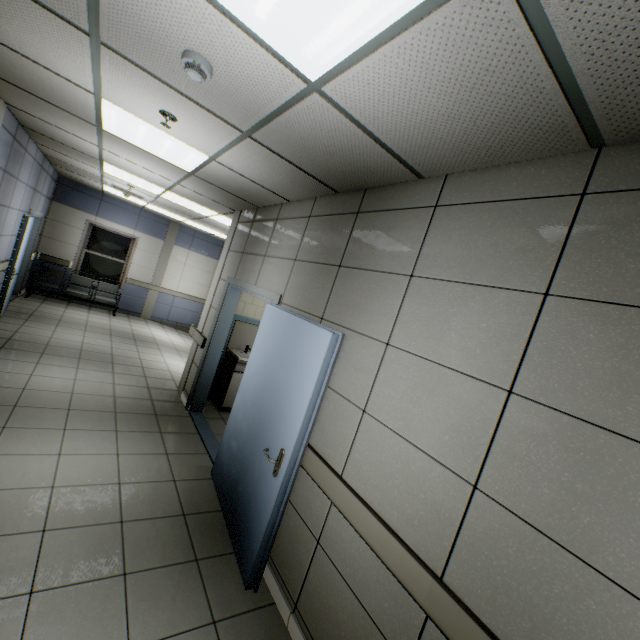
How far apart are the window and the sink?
6.5 meters

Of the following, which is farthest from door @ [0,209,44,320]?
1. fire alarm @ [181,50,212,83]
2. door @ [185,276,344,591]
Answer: fire alarm @ [181,50,212,83]

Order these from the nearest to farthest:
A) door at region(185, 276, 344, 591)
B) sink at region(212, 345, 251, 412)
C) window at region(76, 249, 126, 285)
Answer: door at region(185, 276, 344, 591), sink at region(212, 345, 251, 412), window at region(76, 249, 126, 285)

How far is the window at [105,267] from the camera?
9.4 meters

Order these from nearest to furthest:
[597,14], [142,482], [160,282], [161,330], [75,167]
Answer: [597,14]
[142,482]
[75,167]
[161,330]
[160,282]

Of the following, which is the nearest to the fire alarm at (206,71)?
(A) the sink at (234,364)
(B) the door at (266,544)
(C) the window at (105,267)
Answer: (B) the door at (266,544)

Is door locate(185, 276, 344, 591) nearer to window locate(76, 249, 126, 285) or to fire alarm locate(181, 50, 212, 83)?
fire alarm locate(181, 50, 212, 83)

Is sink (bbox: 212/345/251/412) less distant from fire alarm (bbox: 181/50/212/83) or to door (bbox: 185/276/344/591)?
door (bbox: 185/276/344/591)
